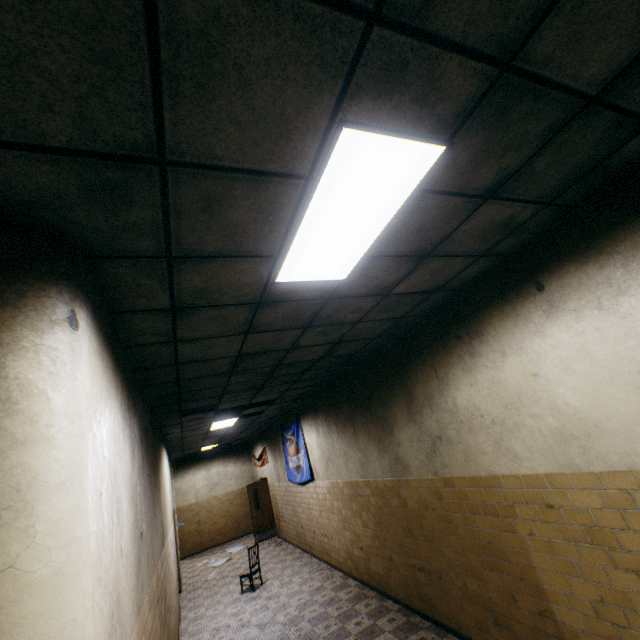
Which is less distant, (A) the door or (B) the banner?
(B) the banner

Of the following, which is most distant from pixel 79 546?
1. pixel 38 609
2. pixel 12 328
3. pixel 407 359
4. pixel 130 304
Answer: pixel 407 359

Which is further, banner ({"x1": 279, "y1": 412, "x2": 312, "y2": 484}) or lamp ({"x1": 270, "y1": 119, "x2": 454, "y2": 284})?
banner ({"x1": 279, "y1": 412, "x2": 312, "y2": 484})

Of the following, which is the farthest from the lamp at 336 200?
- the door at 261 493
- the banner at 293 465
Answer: the door at 261 493

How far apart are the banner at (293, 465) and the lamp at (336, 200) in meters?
7.2

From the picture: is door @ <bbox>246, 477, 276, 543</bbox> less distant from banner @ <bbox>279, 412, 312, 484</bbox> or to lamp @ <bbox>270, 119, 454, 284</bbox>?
banner @ <bbox>279, 412, 312, 484</bbox>

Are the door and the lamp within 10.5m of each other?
no

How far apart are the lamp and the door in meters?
13.1 m
